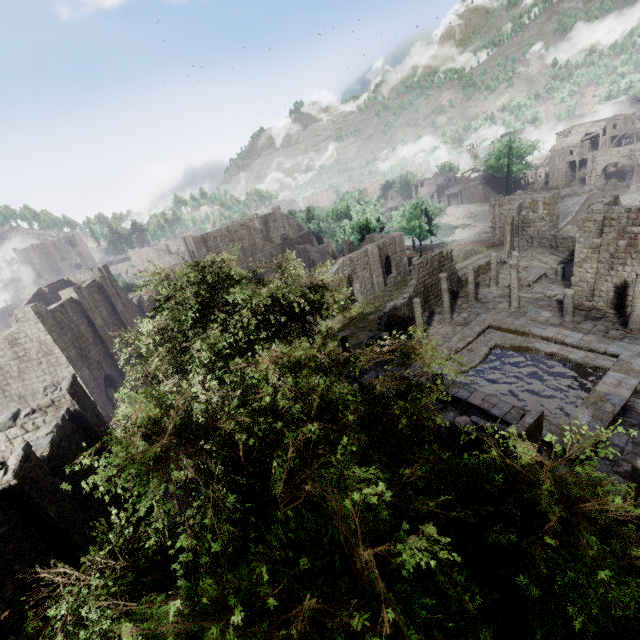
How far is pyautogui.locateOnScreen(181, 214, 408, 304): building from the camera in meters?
39.2 m

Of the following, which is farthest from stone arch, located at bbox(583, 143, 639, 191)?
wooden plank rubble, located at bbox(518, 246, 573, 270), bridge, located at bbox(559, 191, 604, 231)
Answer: wooden plank rubble, located at bbox(518, 246, 573, 270)

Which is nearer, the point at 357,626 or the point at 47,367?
the point at 357,626

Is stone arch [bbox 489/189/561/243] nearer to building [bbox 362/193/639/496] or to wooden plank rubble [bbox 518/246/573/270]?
building [bbox 362/193/639/496]

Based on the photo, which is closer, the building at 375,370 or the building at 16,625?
the building at 16,625

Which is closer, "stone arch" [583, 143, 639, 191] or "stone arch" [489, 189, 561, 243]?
"stone arch" [489, 189, 561, 243]

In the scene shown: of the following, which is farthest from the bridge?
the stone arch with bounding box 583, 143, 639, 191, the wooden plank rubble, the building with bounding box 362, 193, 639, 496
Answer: the wooden plank rubble

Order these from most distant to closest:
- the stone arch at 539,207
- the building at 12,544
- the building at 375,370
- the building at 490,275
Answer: the stone arch at 539,207 < the building at 375,370 < the building at 490,275 < the building at 12,544
